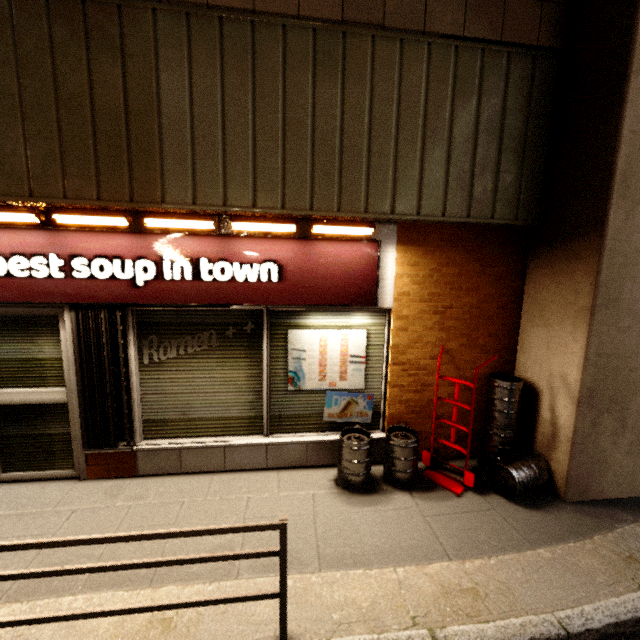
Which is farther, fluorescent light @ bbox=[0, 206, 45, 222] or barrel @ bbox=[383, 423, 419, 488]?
barrel @ bbox=[383, 423, 419, 488]

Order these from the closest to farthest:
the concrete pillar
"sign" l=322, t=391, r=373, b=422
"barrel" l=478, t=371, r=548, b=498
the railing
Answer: the railing < the concrete pillar < "barrel" l=478, t=371, r=548, b=498 < "sign" l=322, t=391, r=373, b=422

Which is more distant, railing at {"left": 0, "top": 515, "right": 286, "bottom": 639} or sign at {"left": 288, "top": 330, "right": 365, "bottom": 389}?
sign at {"left": 288, "top": 330, "right": 365, "bottom": 389}

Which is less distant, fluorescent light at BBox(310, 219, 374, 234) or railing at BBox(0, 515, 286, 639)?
railing at BBox(0, 515, 286, 639)

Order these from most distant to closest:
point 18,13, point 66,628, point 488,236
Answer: point 488,236 → point 18,13 → point 66,628

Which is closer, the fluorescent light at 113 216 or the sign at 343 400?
the fluorescent light at 113 216

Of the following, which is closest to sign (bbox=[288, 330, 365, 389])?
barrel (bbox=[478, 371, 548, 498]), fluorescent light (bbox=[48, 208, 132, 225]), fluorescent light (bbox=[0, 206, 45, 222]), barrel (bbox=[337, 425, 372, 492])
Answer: barrel (bbox=[337, 425, 372, 492])

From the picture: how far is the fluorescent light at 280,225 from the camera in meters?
3.3 m
